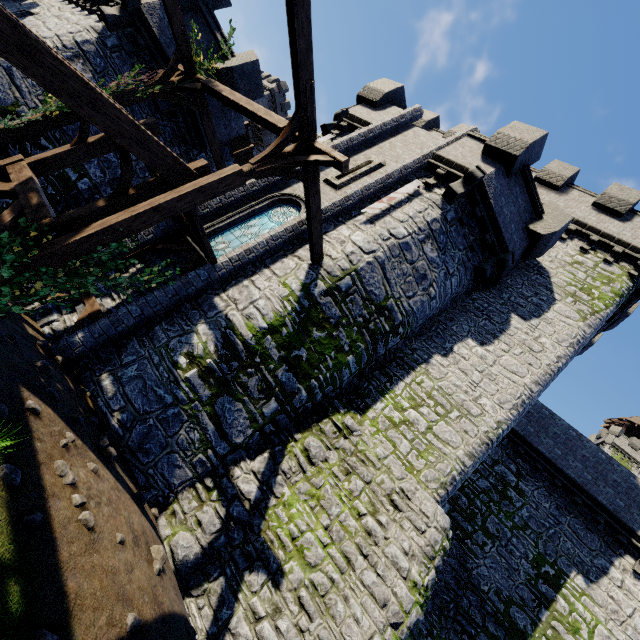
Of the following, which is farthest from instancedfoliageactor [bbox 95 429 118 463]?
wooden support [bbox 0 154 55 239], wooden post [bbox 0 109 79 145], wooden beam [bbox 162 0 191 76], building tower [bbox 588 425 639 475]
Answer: building tower [bbox 588 425 639 475]

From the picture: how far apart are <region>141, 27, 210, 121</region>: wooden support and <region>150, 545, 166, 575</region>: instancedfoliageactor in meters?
11.2 m

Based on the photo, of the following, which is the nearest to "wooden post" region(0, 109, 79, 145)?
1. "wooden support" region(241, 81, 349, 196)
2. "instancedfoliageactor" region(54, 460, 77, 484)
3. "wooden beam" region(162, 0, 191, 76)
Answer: "wooden beam" region(162, 0, 191, 76)

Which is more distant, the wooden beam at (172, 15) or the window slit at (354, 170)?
the window slit at (354, 170)

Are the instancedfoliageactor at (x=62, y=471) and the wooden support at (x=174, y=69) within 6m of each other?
no

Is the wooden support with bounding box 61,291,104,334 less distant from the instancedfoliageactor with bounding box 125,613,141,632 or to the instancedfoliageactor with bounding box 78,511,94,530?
the instancedfoliageactor with bounding box 78,511,94,530

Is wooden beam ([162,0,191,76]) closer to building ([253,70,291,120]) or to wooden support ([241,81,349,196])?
wooden support ([241,81,349,196])

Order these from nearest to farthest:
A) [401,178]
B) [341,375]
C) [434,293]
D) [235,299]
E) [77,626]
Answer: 1. [77,626]
2. [235,299]
3. [341,375]
4. [434,293]
5. [401,178]
